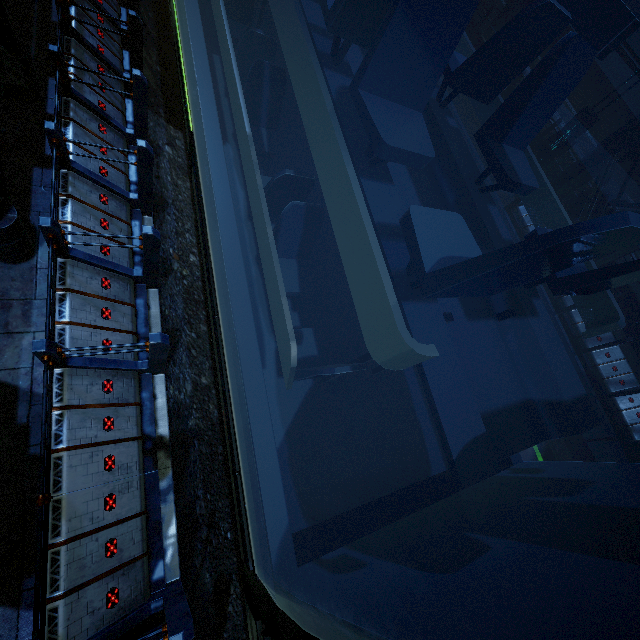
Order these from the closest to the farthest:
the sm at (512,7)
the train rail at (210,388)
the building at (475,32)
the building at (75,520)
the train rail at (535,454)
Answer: the building at (75,520), the train rail at (210,388), the train rail at (535,454), the sm at (512,7), the building at (475,32)

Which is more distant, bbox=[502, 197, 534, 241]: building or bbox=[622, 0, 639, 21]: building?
bbox=[622, 0, 639, 21]: building

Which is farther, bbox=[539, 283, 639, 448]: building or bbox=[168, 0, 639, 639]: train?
bbox=[539, 283, 639, 448]: building

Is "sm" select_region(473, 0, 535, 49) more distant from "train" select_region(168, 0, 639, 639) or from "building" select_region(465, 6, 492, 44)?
"train" select_region(168, 0, 639, 639)

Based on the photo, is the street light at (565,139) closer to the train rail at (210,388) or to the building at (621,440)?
the building at (621,440)

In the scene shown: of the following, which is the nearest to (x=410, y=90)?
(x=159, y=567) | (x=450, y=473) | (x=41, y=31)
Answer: (x=450, y=473)

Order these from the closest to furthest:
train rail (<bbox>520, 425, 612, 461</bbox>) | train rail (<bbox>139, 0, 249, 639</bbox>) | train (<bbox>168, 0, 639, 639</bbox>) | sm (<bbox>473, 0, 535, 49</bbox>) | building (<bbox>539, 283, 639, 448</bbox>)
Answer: train (<bbox>168, 0, 639, 639</bbox>) < train rail (<bbox>139, 0, 249, 639</bbox>) < train rail (<bbox>520, 425, 612, 461</bbox>) < building (<bbox>539, 283, 639, 448</bbox>) < sm (<bbox>473, 0, 535, 49</bbox>)

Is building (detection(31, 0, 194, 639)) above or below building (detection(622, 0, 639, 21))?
below
